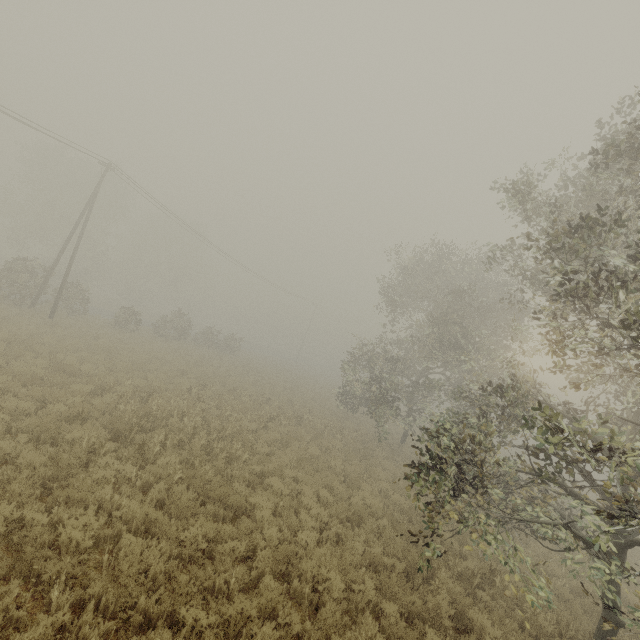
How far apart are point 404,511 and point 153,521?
8.58m
